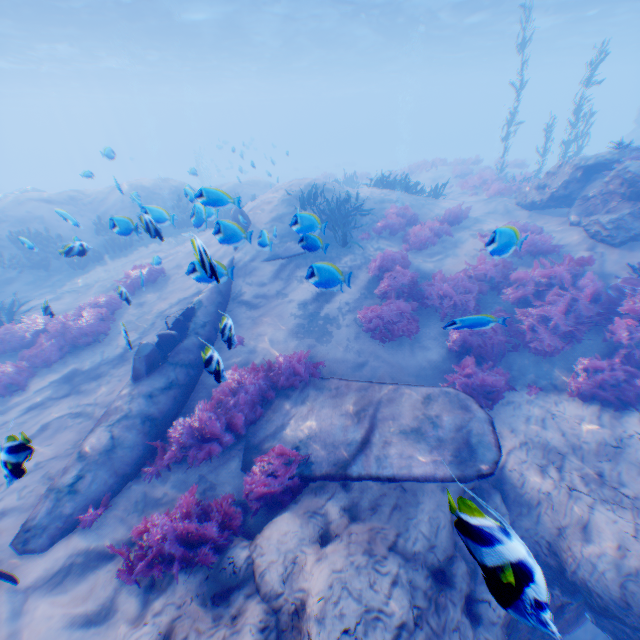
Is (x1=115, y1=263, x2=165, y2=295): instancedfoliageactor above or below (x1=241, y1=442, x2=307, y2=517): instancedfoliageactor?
above

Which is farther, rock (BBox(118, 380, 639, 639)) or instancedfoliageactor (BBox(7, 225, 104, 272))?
instancedfoliageactor (BBox(7, 225, 104, 272))

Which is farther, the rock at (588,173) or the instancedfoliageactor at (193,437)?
the rock at (588,173)

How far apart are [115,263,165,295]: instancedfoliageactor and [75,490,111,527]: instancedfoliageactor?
7.0 meters

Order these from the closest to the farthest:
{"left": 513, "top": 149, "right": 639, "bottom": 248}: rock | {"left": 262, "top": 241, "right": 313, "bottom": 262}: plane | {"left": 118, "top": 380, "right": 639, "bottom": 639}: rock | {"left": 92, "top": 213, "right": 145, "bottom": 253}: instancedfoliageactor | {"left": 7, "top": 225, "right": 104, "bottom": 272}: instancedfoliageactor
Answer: {"left": 118, "top": 380, "right": 639, "bottom": 639}: rock < {"left": 262, "top": 241, "right": 313, "bottom": 262}: plane < {"left": 92, "top": 213, "right": 145, "bottom": 253}: instancedfoliageactor < {"left": 7, "top": 225, "right": 104, "bottom": 272}: instancedfoliageactor < {"left": 513, "top": 149, "right": 639, "bottom": 248}: rock

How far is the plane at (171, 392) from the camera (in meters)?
4.82

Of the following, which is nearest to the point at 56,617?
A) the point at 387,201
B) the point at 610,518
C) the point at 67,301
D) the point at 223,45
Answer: the point at 610,518

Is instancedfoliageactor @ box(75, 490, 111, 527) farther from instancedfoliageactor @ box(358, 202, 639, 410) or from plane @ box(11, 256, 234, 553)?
instancedfoliageactor @ box(358, 202, 639, 410)
